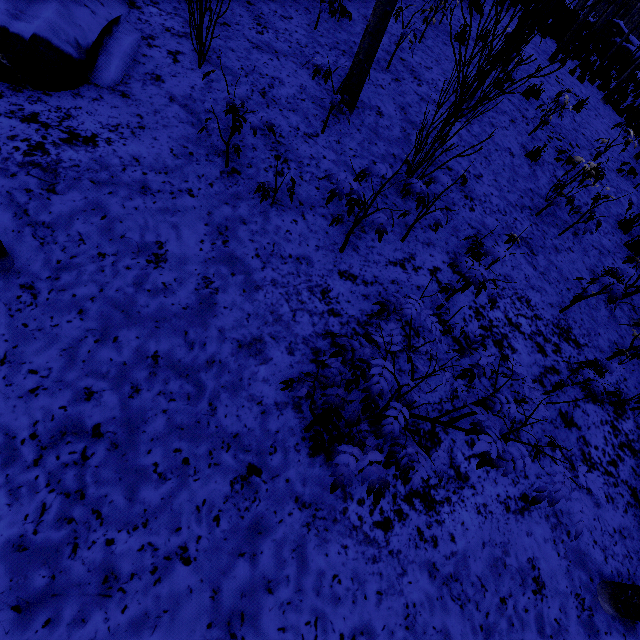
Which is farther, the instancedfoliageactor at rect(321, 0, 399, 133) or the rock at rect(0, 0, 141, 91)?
the instancedfoliageactor at rect(321, 0, 399, 133)

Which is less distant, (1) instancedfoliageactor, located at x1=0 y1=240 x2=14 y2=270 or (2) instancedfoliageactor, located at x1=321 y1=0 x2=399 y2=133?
(1) instancedfoliageactor, located at x1=0 y1=240 x2=14 y2=270

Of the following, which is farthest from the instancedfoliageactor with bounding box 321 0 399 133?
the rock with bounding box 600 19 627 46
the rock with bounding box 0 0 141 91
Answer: the rock with bounding box 600 19 627 46

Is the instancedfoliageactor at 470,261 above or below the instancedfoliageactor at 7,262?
above

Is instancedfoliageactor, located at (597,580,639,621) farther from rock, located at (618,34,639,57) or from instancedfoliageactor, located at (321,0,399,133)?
rock, located at (618,34,639,57)

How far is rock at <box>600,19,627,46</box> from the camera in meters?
26.3

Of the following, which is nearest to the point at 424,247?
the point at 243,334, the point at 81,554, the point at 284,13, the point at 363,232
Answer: the point at 363,232

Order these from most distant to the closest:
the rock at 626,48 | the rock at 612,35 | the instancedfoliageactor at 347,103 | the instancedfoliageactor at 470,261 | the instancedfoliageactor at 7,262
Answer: the rock at 612,35 < the rock at 626,48 < the instancedfoliageactor at 347,103 < the instancedfoliageactor at 470,261 < the instancedfoliageactor at 7,262
